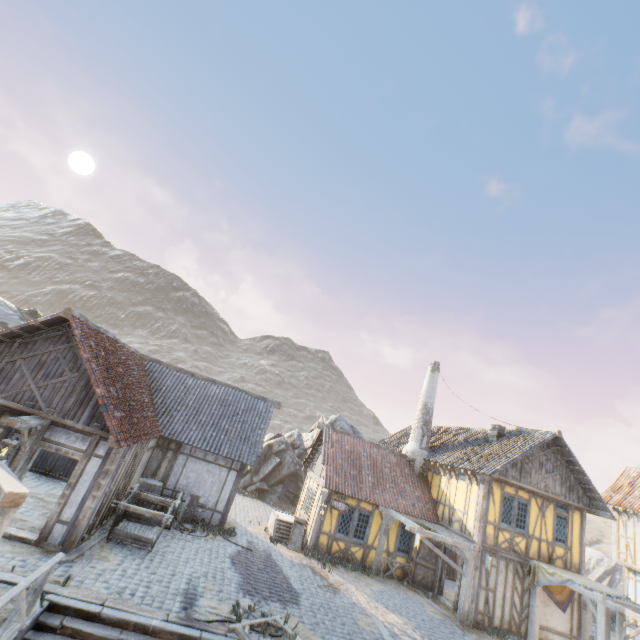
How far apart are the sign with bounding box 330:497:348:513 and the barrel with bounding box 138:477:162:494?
7.67m

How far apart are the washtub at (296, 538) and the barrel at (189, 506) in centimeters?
417cm

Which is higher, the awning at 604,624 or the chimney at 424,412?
the chimney at 424,412

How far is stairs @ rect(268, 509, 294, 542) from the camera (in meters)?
15.48

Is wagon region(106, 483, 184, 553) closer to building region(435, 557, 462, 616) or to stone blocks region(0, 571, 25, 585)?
stone blocks region(0, 571, 25, 585)

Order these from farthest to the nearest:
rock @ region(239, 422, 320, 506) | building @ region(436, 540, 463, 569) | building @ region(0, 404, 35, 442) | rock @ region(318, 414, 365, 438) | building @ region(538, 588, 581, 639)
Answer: rock @ region(318, 414, 365, 438)
rock @ region(239, 422, 320, 506)
building @ region(436, 540, 463, 569)
building @ region(538, 588, 581, 639)
building @ region(0, 404, 35, 442)

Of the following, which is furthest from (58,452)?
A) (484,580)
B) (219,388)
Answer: (484,580)

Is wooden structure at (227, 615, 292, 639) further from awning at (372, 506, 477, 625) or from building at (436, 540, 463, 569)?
building at (436, 540, 463, 569)
